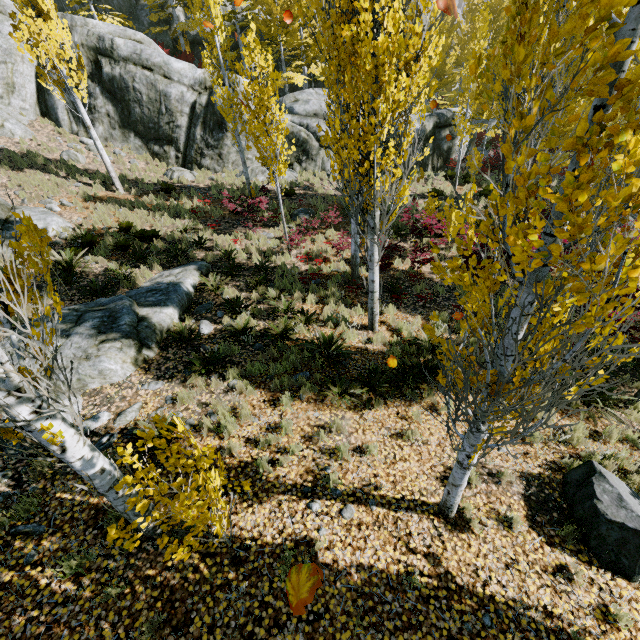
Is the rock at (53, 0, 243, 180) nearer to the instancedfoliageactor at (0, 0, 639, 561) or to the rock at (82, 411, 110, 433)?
the instancedfoliageactor at (0, 0, 639, 561)

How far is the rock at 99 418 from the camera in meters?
5.5 m

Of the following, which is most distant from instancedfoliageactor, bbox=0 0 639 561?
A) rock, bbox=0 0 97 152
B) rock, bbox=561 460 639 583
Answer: rock, bbox=561 460 639 583

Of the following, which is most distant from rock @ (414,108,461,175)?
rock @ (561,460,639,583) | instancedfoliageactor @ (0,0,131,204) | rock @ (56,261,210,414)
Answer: rock @ (561,460,639,583)

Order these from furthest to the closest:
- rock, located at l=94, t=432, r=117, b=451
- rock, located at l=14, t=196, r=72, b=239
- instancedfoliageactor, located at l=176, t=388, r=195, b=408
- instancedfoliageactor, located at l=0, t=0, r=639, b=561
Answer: rock, located at l=14, t=196, r=72, b=239, instancedfoliageactor, located at l=176, t=388, r=195, b=408, rock, located at l=94, t=432, r=117, b=451, instancedfoliageactor, located at l=0, t=0, r=639, b=561

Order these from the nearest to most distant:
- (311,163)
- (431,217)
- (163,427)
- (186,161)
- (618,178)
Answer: (163,427) < (618,178) < (431,217) < (186,161) < (311,163)

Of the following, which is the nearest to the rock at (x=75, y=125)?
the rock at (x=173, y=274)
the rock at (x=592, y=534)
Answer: the rock at (x=173, y=274)
